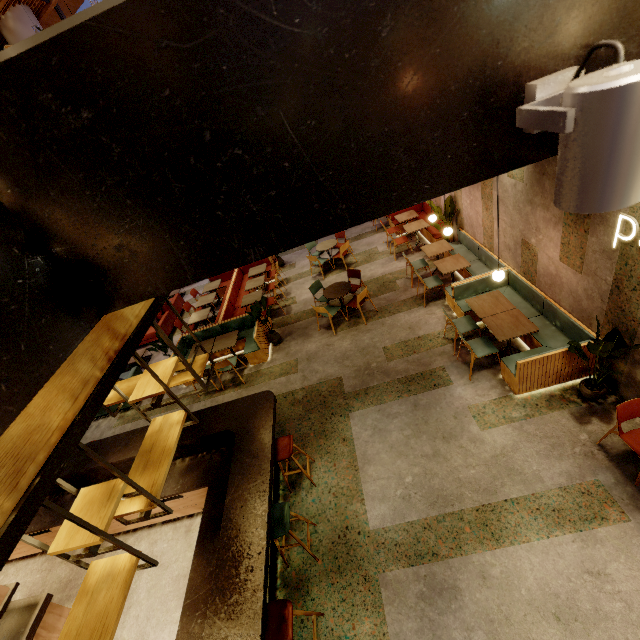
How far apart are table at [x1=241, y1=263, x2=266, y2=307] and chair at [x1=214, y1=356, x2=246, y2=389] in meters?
2.8

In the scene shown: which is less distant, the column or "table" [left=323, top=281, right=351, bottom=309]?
"table" [left=323, top=281, right=351, bottom=309]

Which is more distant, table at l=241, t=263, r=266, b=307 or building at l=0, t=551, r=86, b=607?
table at l=241, t=263, r=266, b=307

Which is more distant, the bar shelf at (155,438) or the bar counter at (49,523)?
the bar counter at (49,523)

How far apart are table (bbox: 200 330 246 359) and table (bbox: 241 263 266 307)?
2.1m

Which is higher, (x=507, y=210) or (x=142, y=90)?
(x=142, y=90)

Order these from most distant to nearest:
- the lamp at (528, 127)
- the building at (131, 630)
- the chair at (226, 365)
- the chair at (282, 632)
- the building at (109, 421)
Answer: the building at (109, 421), the chair at (226, 365), the building at (131, 630), the chair at (282, 632), the lamp at (528, 127)

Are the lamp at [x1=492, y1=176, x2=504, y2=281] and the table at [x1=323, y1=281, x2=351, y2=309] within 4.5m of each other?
yes
